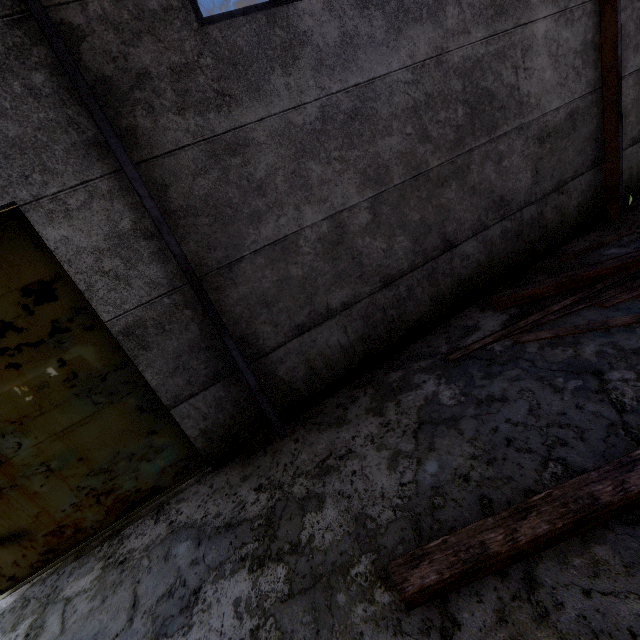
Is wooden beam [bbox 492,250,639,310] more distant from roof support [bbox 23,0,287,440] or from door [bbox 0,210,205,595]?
door [bbox 0,210,205,595]

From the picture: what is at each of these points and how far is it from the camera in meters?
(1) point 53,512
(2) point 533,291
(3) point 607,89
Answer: (1) door, 4.0 m
(2) wooden beam, 5.1 m
(3) roof support, 5.8 m

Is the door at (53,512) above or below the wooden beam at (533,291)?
above

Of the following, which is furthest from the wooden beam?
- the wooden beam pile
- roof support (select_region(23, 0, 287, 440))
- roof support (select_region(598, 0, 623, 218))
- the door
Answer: the door

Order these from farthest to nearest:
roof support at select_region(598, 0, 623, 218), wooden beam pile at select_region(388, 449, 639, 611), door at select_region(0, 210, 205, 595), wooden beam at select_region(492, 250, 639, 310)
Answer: roof support at select_region(598, 0, 623, 218) → wooden beam at select_region(492, 250, 639, 310) → door at select_region(0, 210, 205, 595) → wooden beam pile at select_region(388, 449, 639, 611)

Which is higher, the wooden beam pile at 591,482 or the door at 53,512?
the door at 53,512

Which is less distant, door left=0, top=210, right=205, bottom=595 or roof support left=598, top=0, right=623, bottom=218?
door left=0, top=210, right=205, bottom=595

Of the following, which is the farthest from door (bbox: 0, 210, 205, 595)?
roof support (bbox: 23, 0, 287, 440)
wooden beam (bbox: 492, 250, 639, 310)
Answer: wooden beam (bbox: 492, 250, 639, 310)
